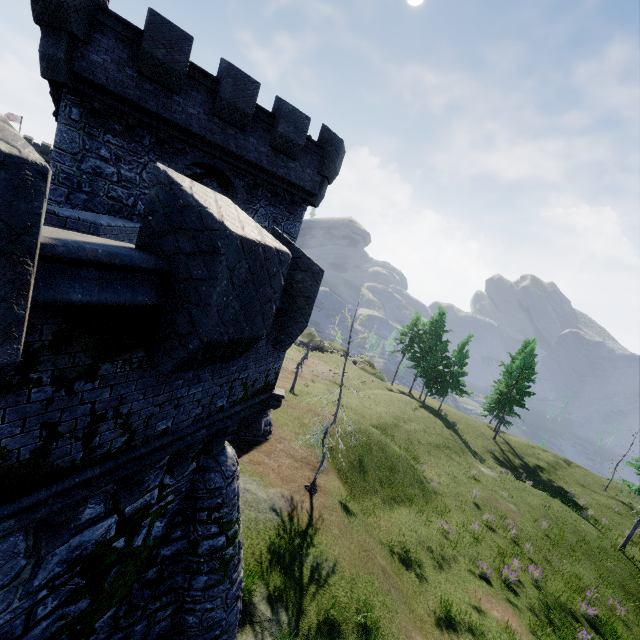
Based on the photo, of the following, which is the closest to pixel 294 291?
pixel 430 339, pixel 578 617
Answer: pixel 578 617
